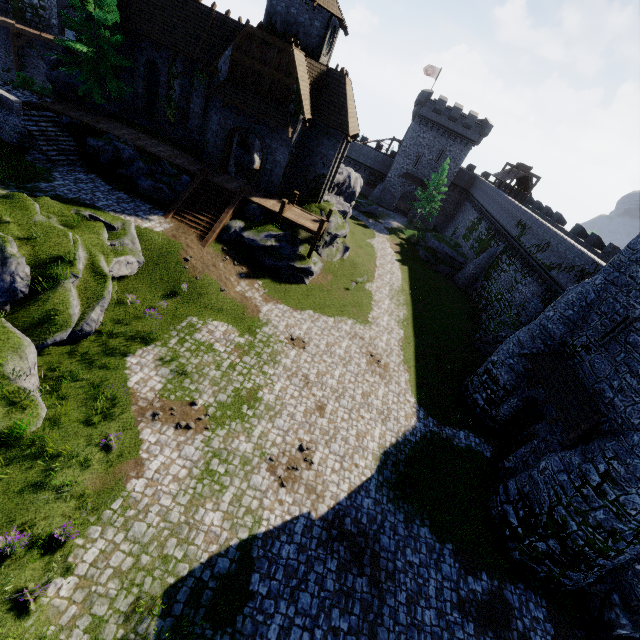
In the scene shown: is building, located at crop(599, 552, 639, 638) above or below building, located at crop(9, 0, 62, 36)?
below

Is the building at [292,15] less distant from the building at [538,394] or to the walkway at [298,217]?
the walkway at [298,217]

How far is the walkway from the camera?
22.6m

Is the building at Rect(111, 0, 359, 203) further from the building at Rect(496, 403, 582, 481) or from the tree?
the building at Rect(496, 403, 582, 481)

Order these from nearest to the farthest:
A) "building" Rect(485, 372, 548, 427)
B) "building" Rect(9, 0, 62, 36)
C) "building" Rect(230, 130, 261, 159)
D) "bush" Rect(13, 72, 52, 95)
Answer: "building" Rect(485, 372, 548, 427) → "bush" Rect(13, 72, 52, 95) → "building" Rect(230, 130, 261, 159) → "building" Rect(9, 0, 62, 36)

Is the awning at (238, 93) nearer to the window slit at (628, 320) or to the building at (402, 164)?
the window slit at (628, 320)

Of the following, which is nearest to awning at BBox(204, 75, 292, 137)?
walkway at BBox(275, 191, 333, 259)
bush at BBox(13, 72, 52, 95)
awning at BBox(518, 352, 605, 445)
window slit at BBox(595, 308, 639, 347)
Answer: walkway at BBox(275, 191, 333, 259)

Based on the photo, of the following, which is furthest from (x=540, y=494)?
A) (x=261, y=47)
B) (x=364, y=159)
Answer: Answer: (x=364, y=159)
